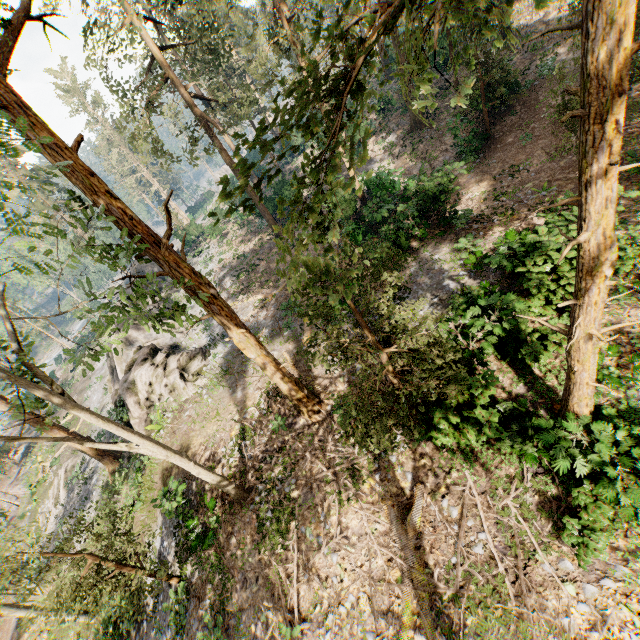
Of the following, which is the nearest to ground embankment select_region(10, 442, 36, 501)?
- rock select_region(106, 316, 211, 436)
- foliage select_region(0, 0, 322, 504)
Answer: foliage select_region(0, 0, 322, 504)

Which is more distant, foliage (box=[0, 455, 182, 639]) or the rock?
the rock

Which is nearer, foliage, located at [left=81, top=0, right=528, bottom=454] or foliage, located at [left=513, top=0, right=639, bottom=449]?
foliage, located at [left=81, top=0, right=528, bottom=454]

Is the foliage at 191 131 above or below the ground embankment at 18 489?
above

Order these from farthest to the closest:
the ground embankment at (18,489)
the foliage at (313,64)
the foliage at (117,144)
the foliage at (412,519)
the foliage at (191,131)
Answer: the foliage at (117,144), the ground embankment at (18,489), the foliage at (191,131), the foliage at (412,519), the foliage at (313,64)

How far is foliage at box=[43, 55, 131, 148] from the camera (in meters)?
53.56

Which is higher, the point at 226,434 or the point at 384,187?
the point at 384,187
